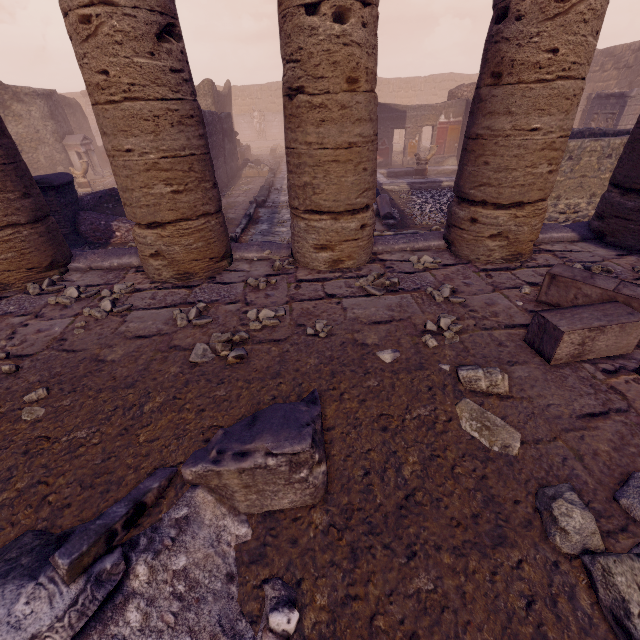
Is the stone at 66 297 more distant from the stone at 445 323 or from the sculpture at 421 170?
the sculpture at 421 170

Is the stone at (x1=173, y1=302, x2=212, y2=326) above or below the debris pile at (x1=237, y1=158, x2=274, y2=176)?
above

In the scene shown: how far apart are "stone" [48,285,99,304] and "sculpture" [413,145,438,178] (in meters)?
13.30

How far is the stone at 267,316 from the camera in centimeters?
293cm

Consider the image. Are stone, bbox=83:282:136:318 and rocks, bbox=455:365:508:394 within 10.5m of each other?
yes

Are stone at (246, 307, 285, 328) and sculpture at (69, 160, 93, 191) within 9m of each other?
no

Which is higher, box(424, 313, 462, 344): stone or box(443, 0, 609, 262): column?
box(443, 0, 609, 262): column

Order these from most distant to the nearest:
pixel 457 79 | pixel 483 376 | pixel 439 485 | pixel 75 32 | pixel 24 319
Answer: pixel 457 79 → pixel 24 319 → pixel 75 32 → pixel 483 376 → pixel 439 485
